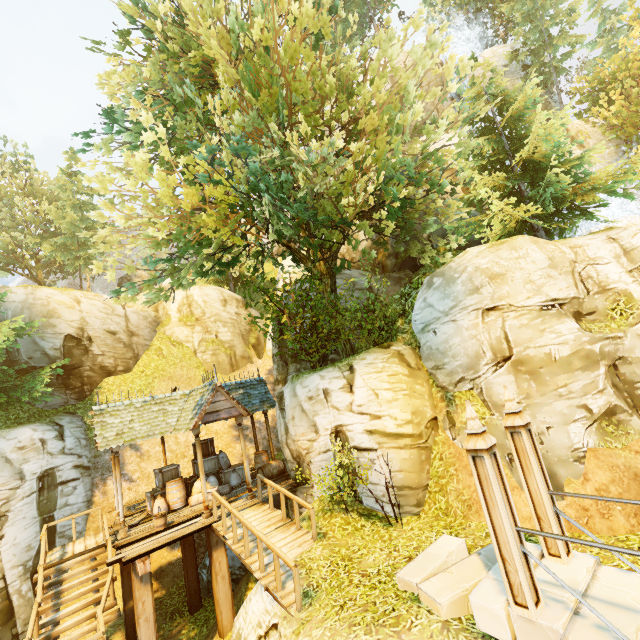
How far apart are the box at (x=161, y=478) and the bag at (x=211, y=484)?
0.1m

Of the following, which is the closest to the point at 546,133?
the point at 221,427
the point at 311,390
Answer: the point at 311,390

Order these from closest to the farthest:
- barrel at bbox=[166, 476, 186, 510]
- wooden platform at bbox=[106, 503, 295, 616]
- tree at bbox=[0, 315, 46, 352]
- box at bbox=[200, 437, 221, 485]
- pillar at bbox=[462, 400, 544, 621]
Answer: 1. pillar at bbox=[462, 400, 544, 621]
2. wooden platform at bbox=[106, 503, 295, 616]
3. barrel at bbox=[166, 476, 186, 510]
4. tree at bbox=[0, 315, 46, 352]
5. box at bbox=[200, 437, 221, 485]

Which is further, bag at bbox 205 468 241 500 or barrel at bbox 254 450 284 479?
barrel at bbox 254 450 284 479

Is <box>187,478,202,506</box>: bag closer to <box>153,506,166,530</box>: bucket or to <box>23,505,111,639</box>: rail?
<box>153,506,166,530</box>: bucket

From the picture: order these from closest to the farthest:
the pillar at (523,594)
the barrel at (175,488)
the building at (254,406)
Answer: the pillar at (523,594), the building at (254,406), the barrel at (175,488)

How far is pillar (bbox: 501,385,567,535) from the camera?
5.2m

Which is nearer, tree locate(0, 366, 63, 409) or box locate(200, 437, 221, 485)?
tree locate(0, 366, 63, 409)
